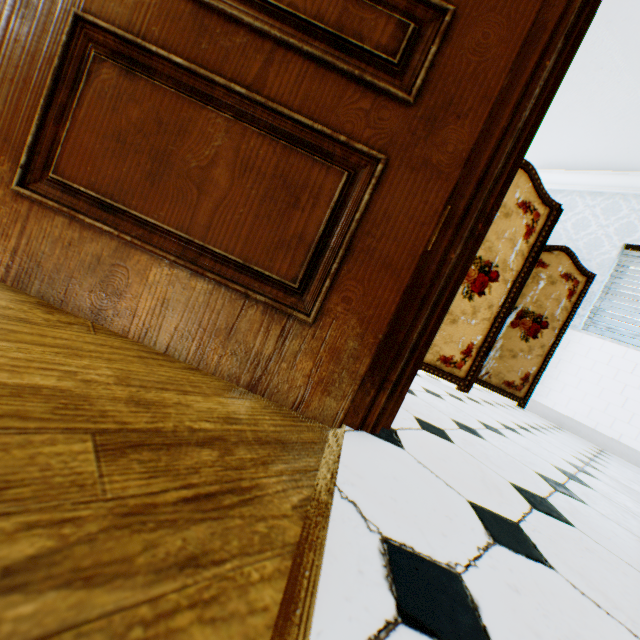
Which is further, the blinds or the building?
the blinds

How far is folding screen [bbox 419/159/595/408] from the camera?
2.77m

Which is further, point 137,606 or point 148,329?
point 148,329

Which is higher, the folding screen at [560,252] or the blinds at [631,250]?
the blinds at [631,250]

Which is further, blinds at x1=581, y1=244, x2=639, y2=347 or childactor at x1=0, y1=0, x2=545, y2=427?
blinds at x1=581, y1=244, x2=639, y2=347

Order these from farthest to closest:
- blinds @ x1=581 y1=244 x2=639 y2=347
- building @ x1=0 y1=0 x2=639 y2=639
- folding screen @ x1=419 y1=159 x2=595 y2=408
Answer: blinds @ x1=581 y1=244 x2=639 y2=347
folding screen @ x1=419 y1=159 x2=595 y2=408
building @ x1=0 y1=0 x2=639 y2=639

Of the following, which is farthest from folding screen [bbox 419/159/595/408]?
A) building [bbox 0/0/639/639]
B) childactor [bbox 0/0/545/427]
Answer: childactor [bbox 0/0/545/427]

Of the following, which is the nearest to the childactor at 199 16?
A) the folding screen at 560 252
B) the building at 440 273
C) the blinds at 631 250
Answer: the building at 440 273
